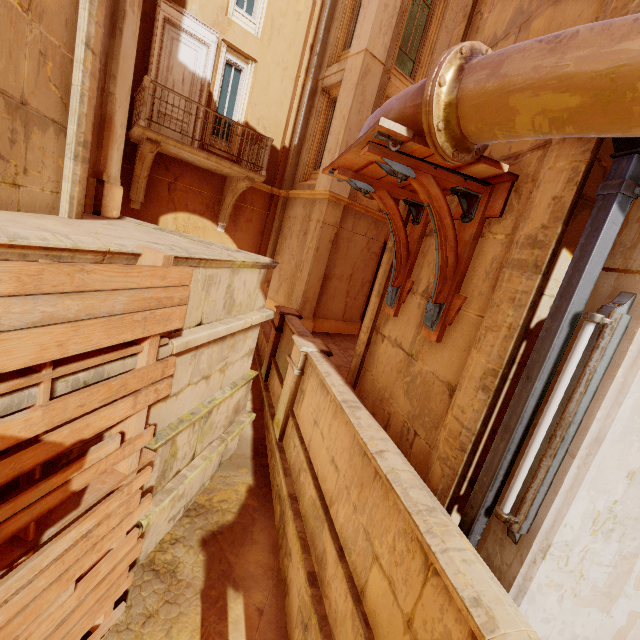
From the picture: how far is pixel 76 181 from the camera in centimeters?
366cm

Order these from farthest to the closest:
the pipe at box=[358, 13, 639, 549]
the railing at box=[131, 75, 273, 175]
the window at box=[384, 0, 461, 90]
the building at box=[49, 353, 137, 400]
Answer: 1. the window at box=[384, 0, 461, 90]
2. the railing at box=[131, 75, 273, 175]
3. the building at box=[49, 353, 137, 400]
4. the pipe at box=[358, 13, 639, 549]

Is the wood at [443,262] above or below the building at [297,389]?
above

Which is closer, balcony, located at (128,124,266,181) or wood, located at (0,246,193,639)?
wood, located at (0,246,193,639)

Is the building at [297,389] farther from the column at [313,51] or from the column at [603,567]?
the column at [313,51]

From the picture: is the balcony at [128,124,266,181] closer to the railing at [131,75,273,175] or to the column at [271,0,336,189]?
the railing at [131,75,273,175]

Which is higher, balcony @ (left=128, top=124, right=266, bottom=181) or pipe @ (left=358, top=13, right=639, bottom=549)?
balcony @ (left=128, top=124, right=266, bottom=181)

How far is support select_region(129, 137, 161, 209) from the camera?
8.38m
